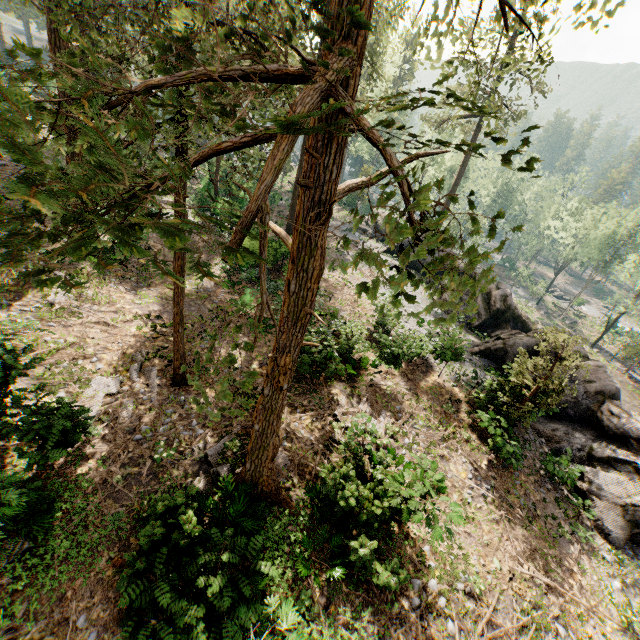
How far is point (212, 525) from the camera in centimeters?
941cm

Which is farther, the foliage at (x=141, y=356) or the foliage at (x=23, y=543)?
the foliage at (x=141, y=356)

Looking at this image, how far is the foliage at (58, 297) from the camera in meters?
1.9

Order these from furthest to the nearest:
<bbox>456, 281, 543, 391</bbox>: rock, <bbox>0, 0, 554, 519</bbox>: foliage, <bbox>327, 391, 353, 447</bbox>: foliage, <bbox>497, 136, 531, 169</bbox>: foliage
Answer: <bbox>456, 281, 543, 391</bbox>: rock < <bbox>327, 391, 353, 447</bbox>: foliage < <bbox>497, 136, 531, 169</bbox>: foliage < <bbox>0, 0, 554, 519</bbox>: foliage

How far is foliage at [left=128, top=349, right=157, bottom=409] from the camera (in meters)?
12.61

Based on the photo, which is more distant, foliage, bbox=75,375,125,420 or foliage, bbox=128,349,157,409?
foliage, bbox=128,349,157,409
